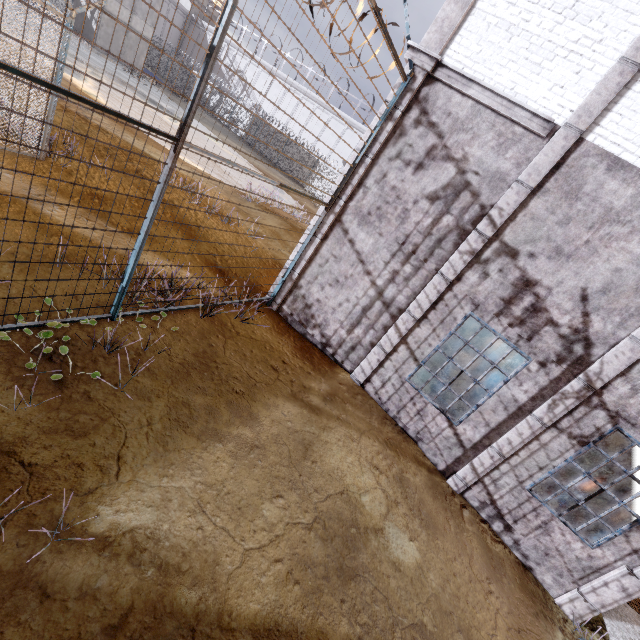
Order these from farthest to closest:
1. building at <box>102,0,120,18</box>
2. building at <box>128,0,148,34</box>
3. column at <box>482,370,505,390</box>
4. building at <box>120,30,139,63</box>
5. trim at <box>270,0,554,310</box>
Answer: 1. building at <box>120,30,139,63</box>
2. building at <box>128,0,148,34</box>
3. building at <box>102,0,120,18</box>
4. column at <box>482,370,505,390</box>
5. trim at <box>270,0,554,310</box>

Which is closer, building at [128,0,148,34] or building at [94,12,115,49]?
building at [94,12,115,49]

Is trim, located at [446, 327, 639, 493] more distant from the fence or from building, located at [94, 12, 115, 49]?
building, located at [94, 12, 115, 49]

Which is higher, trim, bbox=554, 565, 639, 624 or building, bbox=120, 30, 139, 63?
building, bbox=120, 30, 139, 63

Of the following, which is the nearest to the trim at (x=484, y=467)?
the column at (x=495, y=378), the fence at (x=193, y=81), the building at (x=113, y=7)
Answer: the fence at (x=193, y=81)

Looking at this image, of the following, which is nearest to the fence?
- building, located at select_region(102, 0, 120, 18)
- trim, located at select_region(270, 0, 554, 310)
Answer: trim, located at select_region(270, 0, 554, 310)

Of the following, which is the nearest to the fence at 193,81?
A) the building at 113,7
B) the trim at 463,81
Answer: the trim at 463,81

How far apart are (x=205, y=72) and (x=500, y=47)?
5.3m
